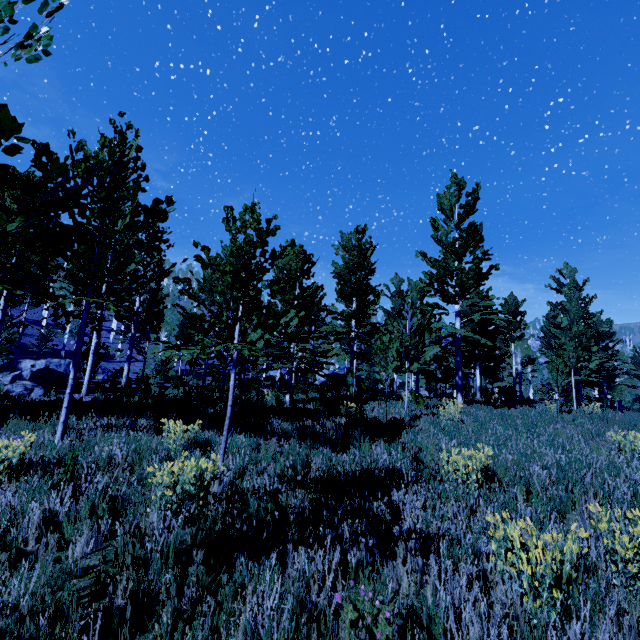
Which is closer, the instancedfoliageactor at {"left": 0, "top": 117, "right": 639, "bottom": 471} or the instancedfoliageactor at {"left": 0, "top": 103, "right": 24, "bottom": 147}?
the instancedfoliageactor at {"left": 0, "top": 103, "right": 24, "bottom": 147}

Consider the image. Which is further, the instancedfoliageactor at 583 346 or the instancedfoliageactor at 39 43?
the instancedfoliageactor at 583 346

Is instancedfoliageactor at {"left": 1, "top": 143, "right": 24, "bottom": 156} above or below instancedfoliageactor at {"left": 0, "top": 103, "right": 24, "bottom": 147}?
below

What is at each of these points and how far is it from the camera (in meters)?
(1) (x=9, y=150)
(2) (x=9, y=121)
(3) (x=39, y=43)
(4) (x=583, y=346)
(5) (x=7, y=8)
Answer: (1) instancedfoliageactor, 1.52
(2) instancedfoliageactor, 1.45
(3) instancedfoliageactor, 1.72
(4) instancedfoliageactor, 21.20
(5) instancedfoliageactor, 1.75
